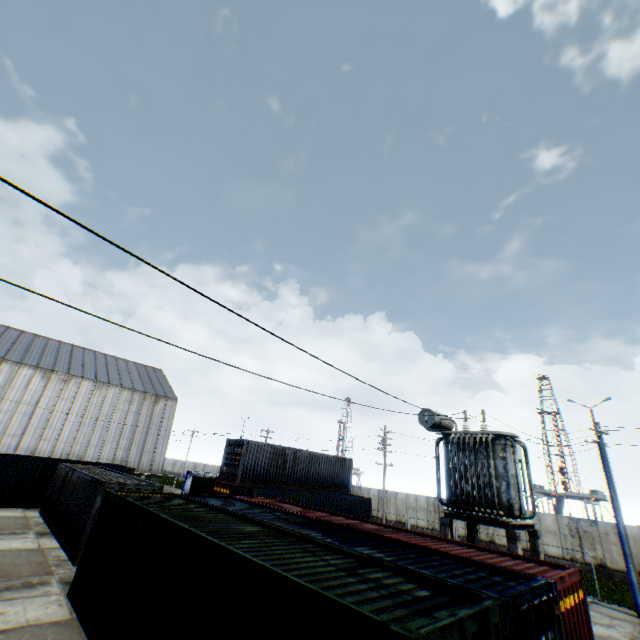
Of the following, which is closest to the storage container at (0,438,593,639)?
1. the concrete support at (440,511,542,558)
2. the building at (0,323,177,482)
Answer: the concrete support at (440,511,542,558)

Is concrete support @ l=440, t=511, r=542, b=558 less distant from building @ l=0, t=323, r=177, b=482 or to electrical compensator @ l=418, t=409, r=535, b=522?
electrical compensator @ l=418, t=409, r=535, b=522

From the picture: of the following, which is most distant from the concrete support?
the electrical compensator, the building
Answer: the building

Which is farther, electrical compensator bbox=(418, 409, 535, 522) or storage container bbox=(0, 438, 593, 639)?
electrical compensator bbox=(418, 409, 535, 522)

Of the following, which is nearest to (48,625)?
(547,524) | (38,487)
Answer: (38,487)

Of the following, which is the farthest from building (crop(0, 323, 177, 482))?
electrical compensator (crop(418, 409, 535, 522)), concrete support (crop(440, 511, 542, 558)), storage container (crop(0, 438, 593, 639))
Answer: concrete support (crop(440, 511, 542, 558))

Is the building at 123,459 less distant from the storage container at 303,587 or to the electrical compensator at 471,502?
the storage container at 303,587

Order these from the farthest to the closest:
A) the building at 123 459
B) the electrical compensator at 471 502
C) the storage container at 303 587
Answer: the building at 123 459
the electrical compensator at 471 502
the storage container at 303 587
